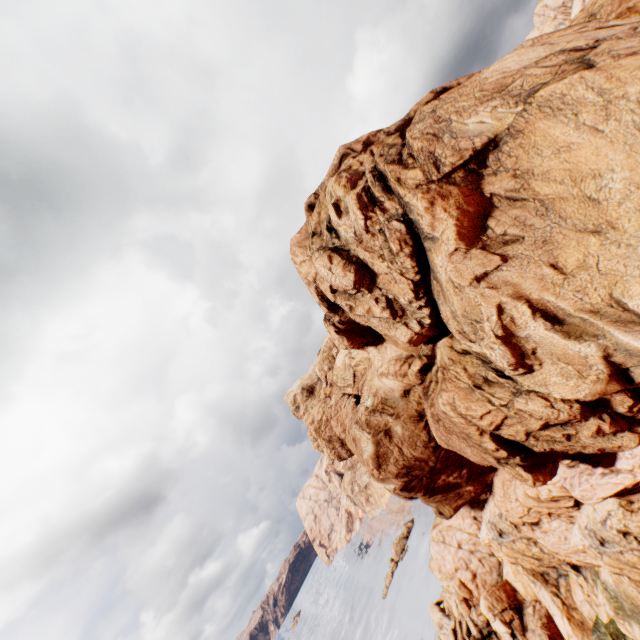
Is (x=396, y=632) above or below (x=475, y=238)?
below
